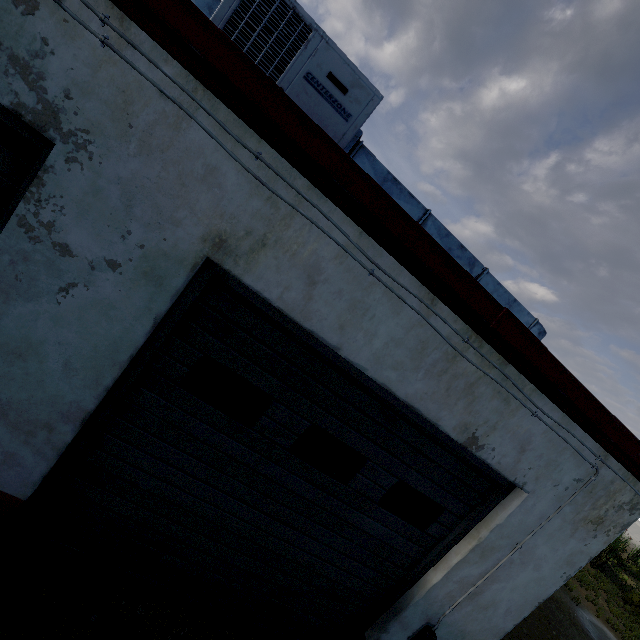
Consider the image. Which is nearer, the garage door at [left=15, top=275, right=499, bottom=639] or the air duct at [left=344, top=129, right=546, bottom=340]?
the garage door at [left=15, top=275, right=499, bottom=639]

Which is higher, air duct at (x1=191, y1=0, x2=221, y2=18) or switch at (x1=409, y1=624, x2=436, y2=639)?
air duct at (x1=191, y1=0, x2=221, y2=18)

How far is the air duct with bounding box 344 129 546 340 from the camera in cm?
321

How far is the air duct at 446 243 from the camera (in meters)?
3.21

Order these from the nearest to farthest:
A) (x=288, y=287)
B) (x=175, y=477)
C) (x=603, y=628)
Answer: (x=288, y=287) → (x=175, y=477) → (x=603, y=628)

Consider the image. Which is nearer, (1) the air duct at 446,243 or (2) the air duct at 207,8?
(2) the air duct at 207,8

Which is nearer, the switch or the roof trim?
the roof trim

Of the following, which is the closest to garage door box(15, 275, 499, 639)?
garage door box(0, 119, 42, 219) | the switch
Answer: the switch
